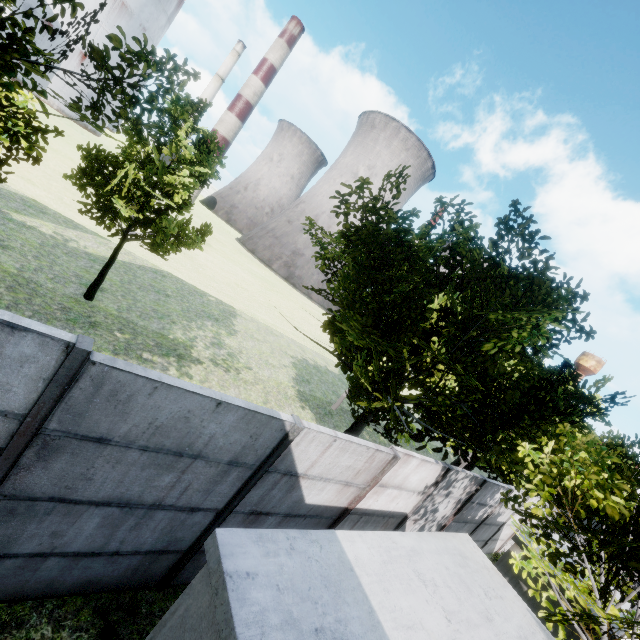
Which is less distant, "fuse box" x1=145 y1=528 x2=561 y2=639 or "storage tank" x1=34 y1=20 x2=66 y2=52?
"fuse box" x1=145 y1=528 x2=561 y2=639

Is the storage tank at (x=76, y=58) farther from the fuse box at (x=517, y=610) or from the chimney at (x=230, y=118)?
the fuse box at (x=517, y=610)

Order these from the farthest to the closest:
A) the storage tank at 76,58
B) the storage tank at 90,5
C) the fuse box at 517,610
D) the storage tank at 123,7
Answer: the storage tank at 123,7, the storage tank at 76,58, the storage tank at 90,5, the fuse box at 517,610

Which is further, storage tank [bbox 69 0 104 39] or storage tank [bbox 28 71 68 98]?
storage tank [bbox 28 71 68 98]

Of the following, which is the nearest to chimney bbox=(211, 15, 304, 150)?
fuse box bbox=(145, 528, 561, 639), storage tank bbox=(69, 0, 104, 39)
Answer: storage tank bbox=(69, 0, 104, 39)

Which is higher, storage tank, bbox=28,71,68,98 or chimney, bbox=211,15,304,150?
chimney, bbox=211,15,304,150

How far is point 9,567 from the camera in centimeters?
380cm
